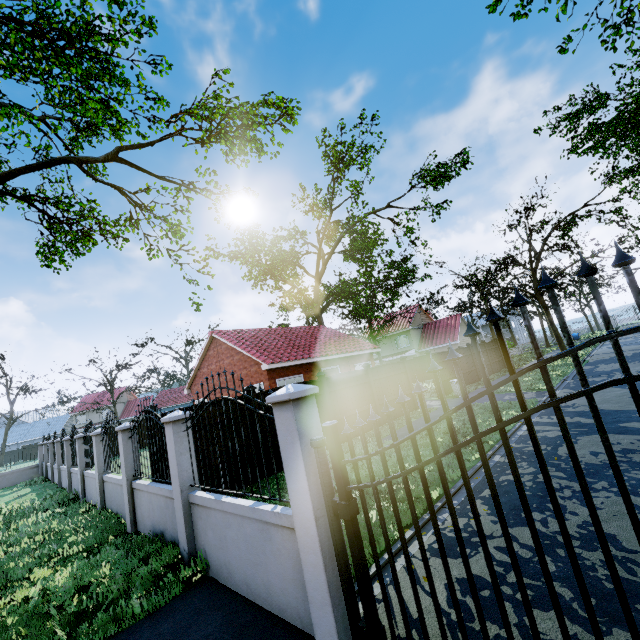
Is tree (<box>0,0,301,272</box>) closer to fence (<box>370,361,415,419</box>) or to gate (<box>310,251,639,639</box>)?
gate (<box>310,251,639,639</box>)

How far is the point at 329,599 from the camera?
3.0m

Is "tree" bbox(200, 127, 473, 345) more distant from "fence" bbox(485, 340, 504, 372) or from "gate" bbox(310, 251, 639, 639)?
"gate" bbox(310, 251, 639, 639)

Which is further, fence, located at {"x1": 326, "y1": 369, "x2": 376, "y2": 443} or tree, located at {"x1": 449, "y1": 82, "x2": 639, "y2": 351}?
tree, located at {"x1": 449, "y1": 82, "x2": 639, "y2": 351}

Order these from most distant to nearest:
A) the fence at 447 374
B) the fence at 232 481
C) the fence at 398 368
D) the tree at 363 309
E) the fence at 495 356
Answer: the tree at 363 309 < the fence at 495 356 < the fence at 447 374 < the fence at 398 368 < the fence at 232 481

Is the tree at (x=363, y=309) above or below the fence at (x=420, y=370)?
above

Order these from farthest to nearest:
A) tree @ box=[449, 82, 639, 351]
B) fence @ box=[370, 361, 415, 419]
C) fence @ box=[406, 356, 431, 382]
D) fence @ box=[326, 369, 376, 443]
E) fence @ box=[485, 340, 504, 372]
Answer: fence @ box=[406, 356, 431, 382], fence @ box=[485, 340, 504, 372], tree @ box=[449, 82, 639, 351], fence @ box=[370, 361, 415, 419], fence @ box=[326, 369, 376, 443]

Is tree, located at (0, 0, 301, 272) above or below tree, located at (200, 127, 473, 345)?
above
